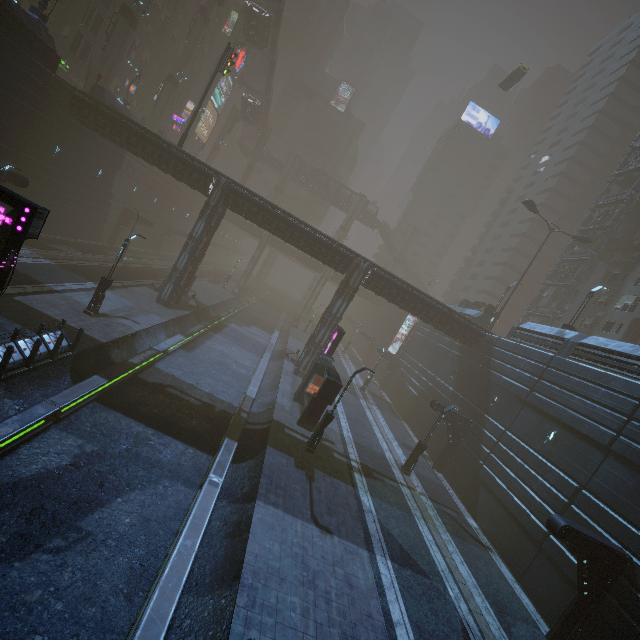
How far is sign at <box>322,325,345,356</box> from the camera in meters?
24.8

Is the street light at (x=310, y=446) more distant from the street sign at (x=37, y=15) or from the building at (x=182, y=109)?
the street sign at (x=37, y=15)

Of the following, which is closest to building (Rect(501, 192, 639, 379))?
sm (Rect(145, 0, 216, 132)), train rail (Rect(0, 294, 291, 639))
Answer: train rail (Rect(0, 294, 291, 639))

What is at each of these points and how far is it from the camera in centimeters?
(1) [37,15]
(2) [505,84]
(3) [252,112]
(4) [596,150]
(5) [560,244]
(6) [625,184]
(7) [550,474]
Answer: (1) street sign, 2111cm
(2) taxi, 4566cm
(3) bridge, 5891cm
(4) building, 5653cm
(5) building, 5834cm
(6) building, 4169cm
(7) building, 1764cm

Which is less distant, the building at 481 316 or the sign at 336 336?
the sign at 336 336

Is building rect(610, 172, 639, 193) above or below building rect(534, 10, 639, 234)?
below

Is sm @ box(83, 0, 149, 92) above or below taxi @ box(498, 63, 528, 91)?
below

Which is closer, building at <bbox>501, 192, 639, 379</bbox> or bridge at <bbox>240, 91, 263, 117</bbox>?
building at <bbox>501, 192, 639, 379</bbox>
